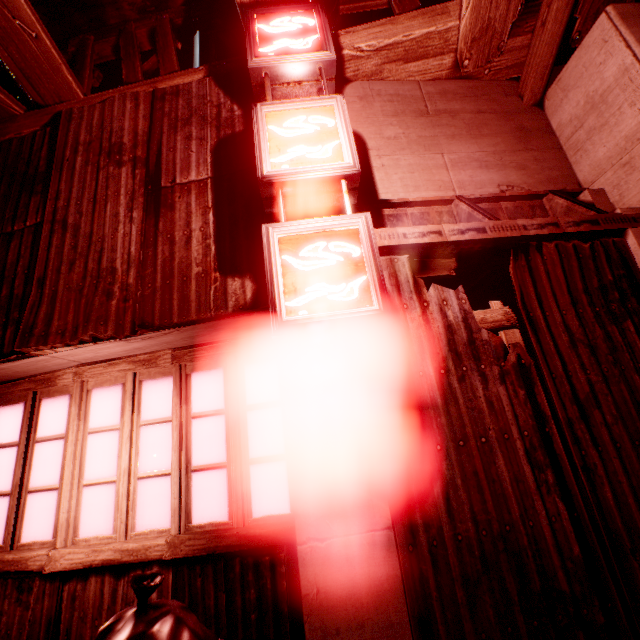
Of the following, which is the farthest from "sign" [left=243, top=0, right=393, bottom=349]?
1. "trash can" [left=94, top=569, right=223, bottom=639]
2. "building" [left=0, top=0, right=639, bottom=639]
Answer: "trash can" [left=94, top=569, right=223, bottom=639]

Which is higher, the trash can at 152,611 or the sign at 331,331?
the sign at 331,331

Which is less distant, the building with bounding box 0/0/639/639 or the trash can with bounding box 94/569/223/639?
the trash can with bounding box 94/569/223/639

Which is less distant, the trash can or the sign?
the trash can

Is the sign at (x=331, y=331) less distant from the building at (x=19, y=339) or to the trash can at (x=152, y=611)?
the building at (x=19, y=339)

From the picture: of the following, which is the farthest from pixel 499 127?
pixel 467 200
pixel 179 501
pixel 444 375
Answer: pixel 179 501

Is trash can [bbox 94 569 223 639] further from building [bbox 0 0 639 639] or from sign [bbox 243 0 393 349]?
sign [bbox 243 0 393 349]
